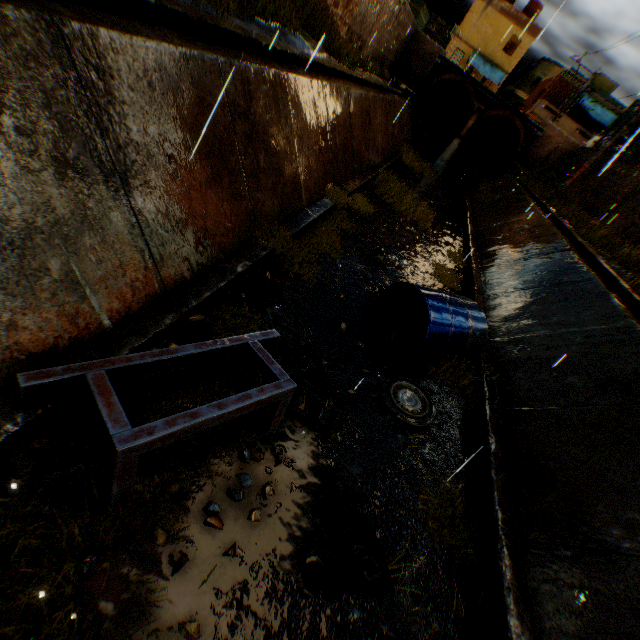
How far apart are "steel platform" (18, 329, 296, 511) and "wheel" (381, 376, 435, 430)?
2.0m

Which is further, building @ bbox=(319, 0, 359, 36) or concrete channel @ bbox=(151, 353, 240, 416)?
building @ bbox=(319, 0, 359, 36)

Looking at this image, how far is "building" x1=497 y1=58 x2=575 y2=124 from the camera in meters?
30.8

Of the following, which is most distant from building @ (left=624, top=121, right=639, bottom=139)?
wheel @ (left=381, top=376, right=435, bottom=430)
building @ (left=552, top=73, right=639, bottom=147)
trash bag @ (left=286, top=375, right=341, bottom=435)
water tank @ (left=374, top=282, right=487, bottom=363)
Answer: trash bag @ (left=286, top=375, right=341, bottom=435)

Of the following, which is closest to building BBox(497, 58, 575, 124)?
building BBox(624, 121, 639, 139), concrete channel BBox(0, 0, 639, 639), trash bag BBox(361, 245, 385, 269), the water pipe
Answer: concrete channel BBox(0, 0, 639, 639)

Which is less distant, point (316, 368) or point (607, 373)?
point (316, 368)

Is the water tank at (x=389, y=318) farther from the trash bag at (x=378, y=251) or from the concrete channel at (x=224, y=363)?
the trash bag at (x=378, y=251)

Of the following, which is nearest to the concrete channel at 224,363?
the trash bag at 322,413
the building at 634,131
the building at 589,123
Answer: the trash bag at 322,413
